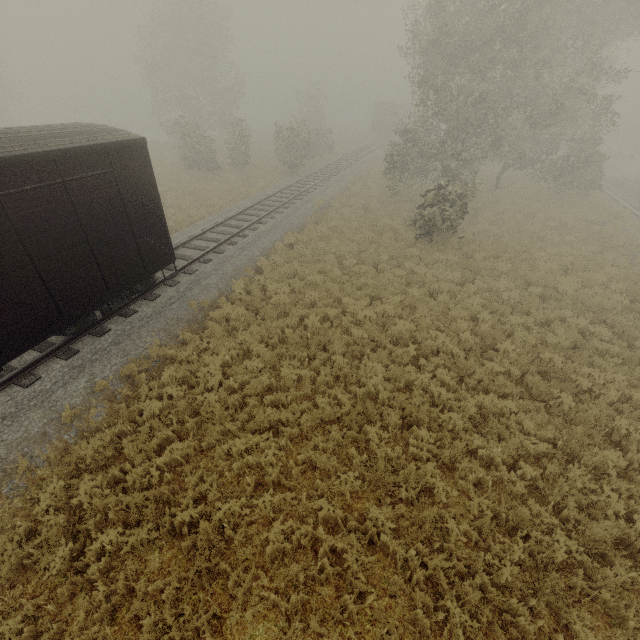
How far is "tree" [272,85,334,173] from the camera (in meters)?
27.30

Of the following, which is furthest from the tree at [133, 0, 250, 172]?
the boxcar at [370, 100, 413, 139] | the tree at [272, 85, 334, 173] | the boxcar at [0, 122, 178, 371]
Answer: the boxcar at [0, 122, 178, 371]

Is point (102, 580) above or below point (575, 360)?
below

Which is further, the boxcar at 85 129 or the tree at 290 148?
the tree at 290 148

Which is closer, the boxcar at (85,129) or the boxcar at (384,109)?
the boxcar at (85,129)

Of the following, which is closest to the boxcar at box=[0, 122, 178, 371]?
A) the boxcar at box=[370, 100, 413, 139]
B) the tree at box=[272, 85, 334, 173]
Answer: the tree at box=[272, 85, 334, 173]
